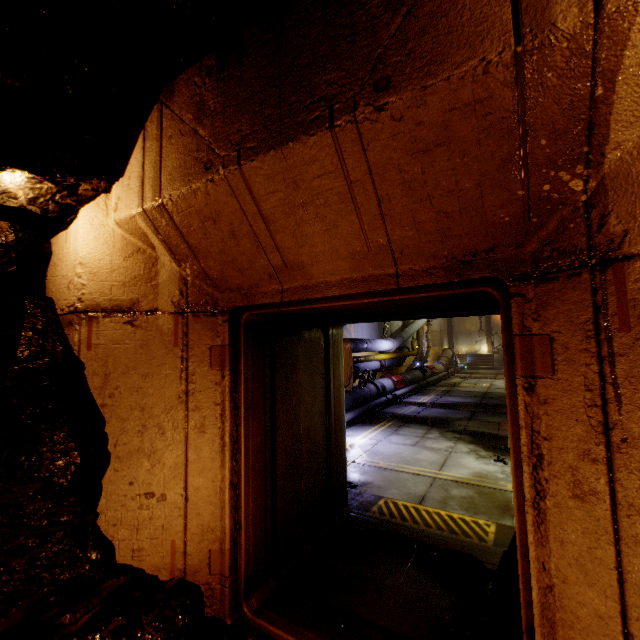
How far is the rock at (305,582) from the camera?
2.8m

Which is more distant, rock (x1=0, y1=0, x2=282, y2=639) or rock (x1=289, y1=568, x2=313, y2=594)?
rock (x1=289, y1=568, x2=313, y2=594)

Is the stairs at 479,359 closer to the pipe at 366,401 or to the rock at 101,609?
the pipe at 366,401

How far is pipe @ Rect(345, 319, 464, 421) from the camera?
10.5m

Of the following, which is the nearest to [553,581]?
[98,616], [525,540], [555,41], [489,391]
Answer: [525,540]

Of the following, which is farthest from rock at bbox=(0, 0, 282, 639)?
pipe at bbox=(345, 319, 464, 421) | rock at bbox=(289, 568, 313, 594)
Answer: pipe at bbox=(345, 319, 464, 421)

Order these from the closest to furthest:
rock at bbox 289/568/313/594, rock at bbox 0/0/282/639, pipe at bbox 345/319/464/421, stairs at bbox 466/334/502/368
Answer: rock at bbox 0/0/282/639, rock at bbox 289/568/313/594, pipe at bbox 345/319/464/421, stairs at bbox 466/334/502/368

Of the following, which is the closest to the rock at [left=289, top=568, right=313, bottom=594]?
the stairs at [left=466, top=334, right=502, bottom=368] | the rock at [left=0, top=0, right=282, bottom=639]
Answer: the rock at [left=0, top=0, right=282, bottom=639]
